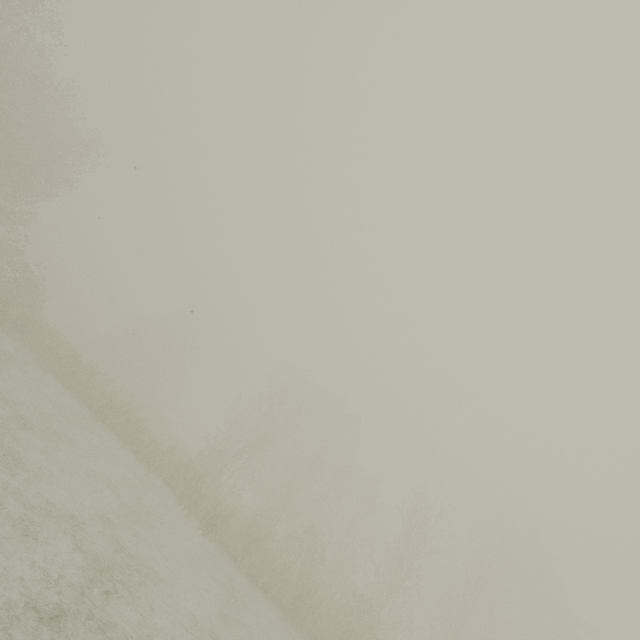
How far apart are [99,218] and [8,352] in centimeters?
1631cm
